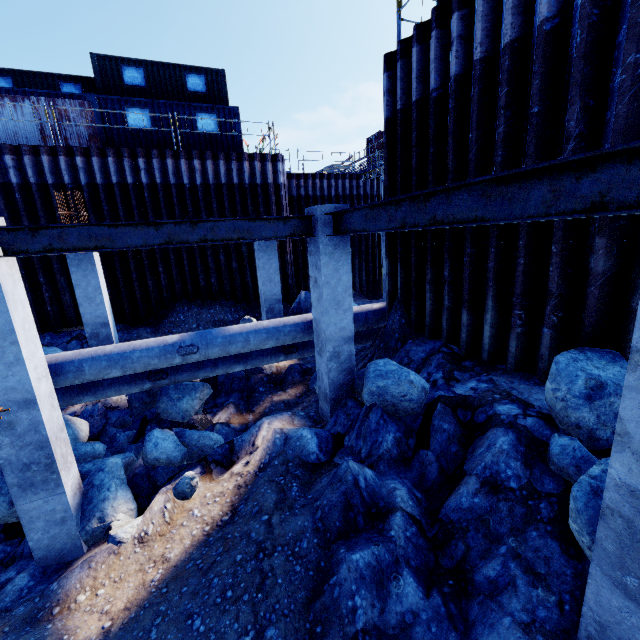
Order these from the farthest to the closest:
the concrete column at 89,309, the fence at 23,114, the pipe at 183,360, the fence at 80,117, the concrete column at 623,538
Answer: the fence at 80,117
the fence at 23,114
the concrete column at 89,309
the pipe at 183,360
the concrete column at 623,538

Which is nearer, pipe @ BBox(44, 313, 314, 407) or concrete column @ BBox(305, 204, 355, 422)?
concrete column @ BBox(305, 204, 355, 422)

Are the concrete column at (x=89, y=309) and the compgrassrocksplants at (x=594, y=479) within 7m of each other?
no

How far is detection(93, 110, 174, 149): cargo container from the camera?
13.6 meters

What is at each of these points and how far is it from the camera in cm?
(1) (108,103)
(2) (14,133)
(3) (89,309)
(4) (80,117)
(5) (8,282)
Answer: (1) cargo container, 1349
(2) fence, 1256
(3) concrete column, 870
(4) fence, 1323
(5) concrete column, 423

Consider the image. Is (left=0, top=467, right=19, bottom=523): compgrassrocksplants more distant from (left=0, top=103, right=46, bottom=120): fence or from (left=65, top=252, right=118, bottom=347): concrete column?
(left=0, top=103, right=46, bottom=120): fence

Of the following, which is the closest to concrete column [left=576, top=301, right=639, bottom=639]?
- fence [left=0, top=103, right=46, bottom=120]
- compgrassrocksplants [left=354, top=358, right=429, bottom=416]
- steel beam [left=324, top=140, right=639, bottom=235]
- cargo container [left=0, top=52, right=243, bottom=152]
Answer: steel beam [left=324, top=140, right=639, bottom=235]

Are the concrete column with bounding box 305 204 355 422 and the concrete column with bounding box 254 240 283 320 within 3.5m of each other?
no
